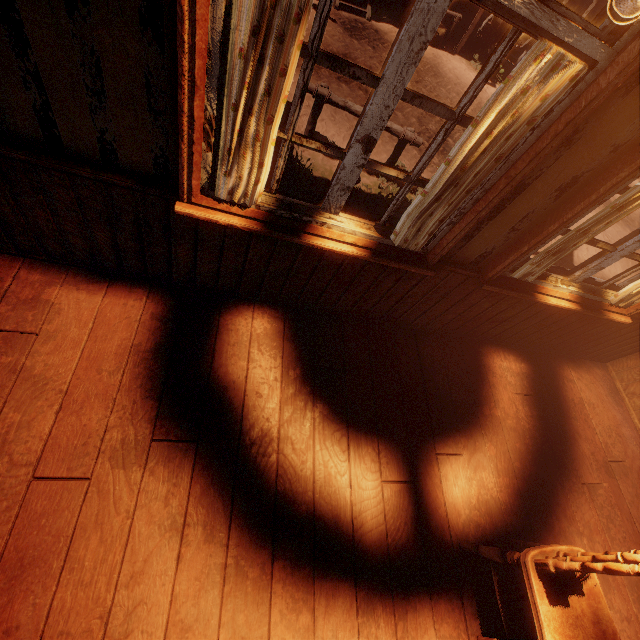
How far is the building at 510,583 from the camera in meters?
2.1 m

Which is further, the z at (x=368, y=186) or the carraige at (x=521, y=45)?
the carraige at (x=521, y=45)

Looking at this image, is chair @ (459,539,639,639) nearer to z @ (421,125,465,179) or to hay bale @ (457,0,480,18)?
z @ (421,125,465,179)

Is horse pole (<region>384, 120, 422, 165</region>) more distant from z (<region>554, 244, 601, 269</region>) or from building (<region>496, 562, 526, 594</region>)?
building (<region>496, 562, 526, 594</region>)

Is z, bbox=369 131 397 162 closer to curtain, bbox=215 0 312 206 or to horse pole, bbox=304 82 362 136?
horse pole, bbox=304 82 362 136

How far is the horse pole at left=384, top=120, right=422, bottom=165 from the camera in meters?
5.0

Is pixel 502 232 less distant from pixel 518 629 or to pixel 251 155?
pixel 251 155

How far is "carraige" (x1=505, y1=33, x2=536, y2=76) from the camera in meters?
10.8 m
